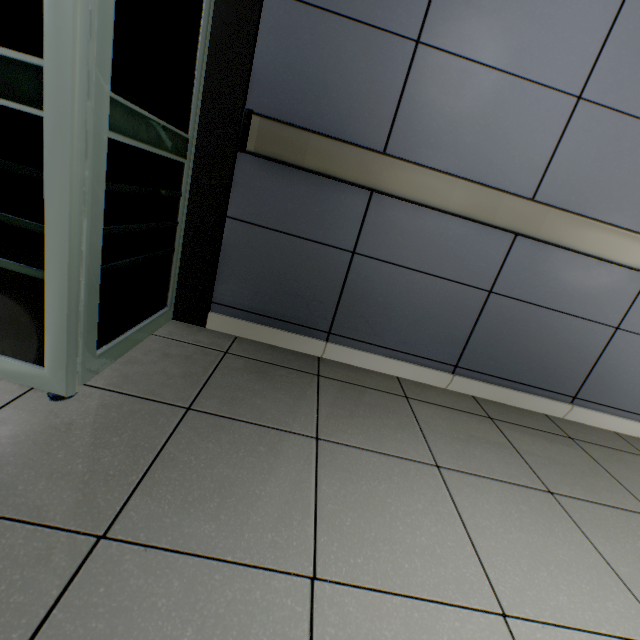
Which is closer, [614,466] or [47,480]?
[47,480]
